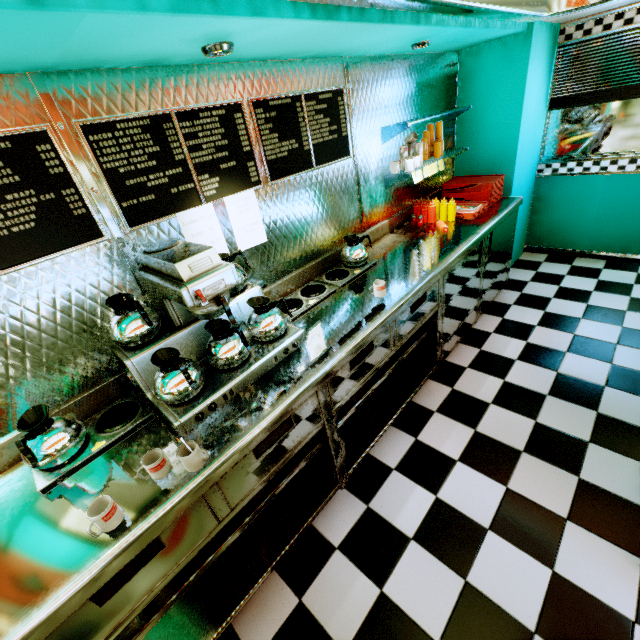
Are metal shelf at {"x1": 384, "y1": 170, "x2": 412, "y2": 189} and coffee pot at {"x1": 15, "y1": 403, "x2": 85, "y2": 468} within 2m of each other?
no

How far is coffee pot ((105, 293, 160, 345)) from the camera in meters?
1.5 m

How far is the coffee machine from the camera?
1.41m

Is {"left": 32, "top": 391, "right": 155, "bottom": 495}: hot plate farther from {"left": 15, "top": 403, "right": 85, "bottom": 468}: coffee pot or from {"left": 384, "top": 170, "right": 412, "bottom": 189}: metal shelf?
{"left": 384, "top": 170, "right": 412, "bottom": 189}: metal shelf

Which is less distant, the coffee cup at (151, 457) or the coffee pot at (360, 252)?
the coffee cup at (151, 457)

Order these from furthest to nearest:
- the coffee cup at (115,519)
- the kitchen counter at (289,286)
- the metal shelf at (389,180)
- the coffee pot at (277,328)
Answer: the metal shelf at (389,180), the kitchen counter at (289,286), the coffee pot at (277,328), the coffee cup at (115,519)

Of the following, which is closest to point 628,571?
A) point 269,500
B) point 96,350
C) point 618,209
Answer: point 269,500

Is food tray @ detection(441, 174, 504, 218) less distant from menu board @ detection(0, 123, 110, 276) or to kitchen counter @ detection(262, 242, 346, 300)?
kitchen counter @ detection(262, 242, 346, 300)
